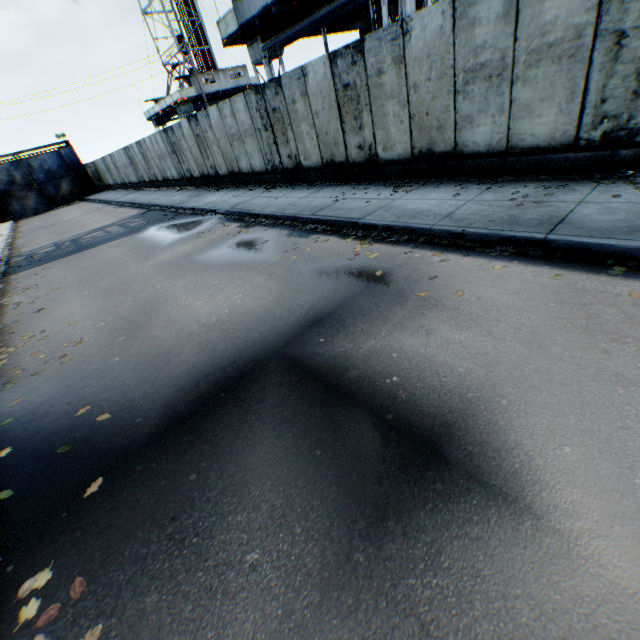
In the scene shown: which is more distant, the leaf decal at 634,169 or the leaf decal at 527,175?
the leaf decal at 527,175

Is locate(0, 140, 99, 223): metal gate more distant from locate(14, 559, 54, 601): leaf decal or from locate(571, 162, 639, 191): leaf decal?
locate(571, 162, 639, 191): leaf decal

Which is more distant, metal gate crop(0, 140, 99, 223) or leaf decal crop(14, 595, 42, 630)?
metal gate crop(0, 140, 99, 223)

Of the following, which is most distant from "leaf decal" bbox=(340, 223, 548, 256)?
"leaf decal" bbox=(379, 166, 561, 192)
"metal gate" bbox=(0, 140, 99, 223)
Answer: "metal gate" bbox=(0, 140, 99, 223)

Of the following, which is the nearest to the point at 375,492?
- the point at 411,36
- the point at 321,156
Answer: the point at 411,36

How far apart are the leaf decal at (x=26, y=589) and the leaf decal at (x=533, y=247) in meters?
5.5

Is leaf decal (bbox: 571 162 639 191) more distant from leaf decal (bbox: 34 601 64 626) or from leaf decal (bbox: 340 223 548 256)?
leaf decal (bbox: 34 601 64 626)

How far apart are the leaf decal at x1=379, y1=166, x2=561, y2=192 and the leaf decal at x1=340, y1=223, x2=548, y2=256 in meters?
1.9
